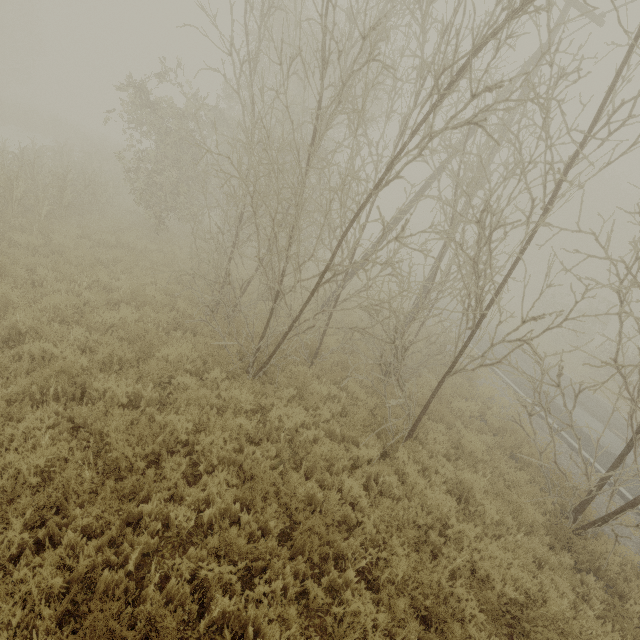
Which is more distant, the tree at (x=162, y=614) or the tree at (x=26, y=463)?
the tree at (x=26, y=463)

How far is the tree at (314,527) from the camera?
4.24m

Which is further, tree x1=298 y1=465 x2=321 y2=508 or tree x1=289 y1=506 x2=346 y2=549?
tree x1=298 y1=465 x2=321 y2=508

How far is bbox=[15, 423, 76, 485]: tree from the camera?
3.7m

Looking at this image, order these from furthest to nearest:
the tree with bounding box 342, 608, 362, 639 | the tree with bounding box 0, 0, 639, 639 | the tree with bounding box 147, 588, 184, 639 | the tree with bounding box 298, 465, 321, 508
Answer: the tree with bounding box 298, 465, 321, 508, the tree with bounding box 0, 0, 639, 639, the tree with bounding box 342, 608, 362, 639, the tree with bounding box 147, 588, 184, 639

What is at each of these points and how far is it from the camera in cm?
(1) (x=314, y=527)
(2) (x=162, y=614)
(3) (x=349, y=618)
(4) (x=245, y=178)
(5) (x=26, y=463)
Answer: (1) tree, 436
(2) tree, 318
(3) tree, 365
(4) tree, 797
(5) tree, 378

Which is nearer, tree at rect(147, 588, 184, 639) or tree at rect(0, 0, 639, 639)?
tree at rect(147, 588, 184, 639)
